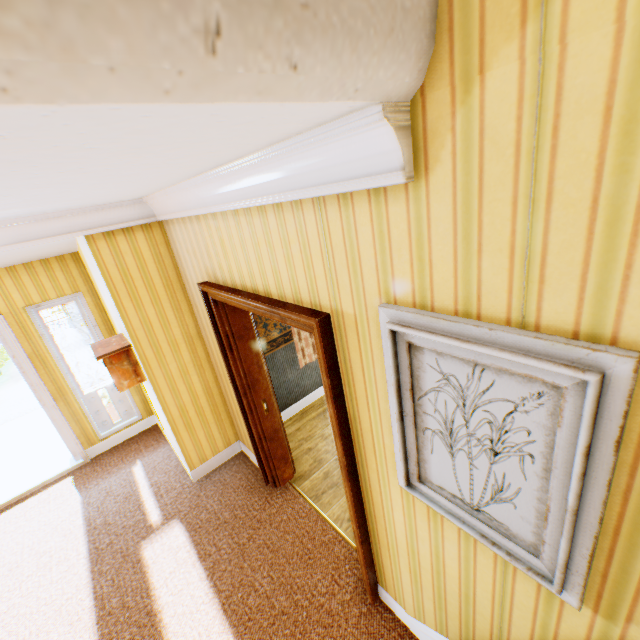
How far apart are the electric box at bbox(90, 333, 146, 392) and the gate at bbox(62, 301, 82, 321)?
13.2m

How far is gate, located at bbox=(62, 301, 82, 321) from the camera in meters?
14.0

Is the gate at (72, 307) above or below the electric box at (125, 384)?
below

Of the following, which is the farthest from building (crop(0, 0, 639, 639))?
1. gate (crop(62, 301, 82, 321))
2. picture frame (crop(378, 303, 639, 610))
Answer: gate (crop(62, 301, 82, 321))

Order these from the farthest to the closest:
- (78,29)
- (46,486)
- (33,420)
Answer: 1. (33,420)
2. (46,486)
3. (78,29)

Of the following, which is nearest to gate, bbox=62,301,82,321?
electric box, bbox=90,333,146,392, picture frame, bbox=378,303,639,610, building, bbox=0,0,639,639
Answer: building, bbox=0,0,639,639

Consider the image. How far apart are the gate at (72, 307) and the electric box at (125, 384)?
13.2m

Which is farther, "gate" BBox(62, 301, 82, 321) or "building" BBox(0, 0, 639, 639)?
"gate" BBox(62, 301, 82, 321)
